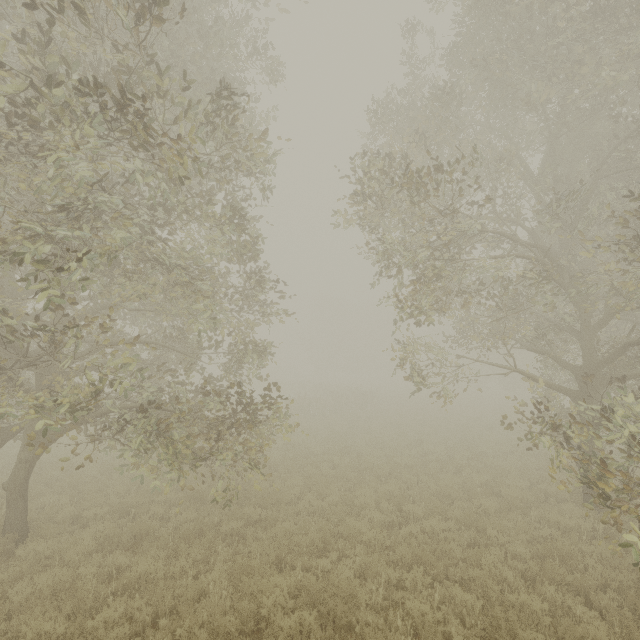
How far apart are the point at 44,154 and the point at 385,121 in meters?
12.9
